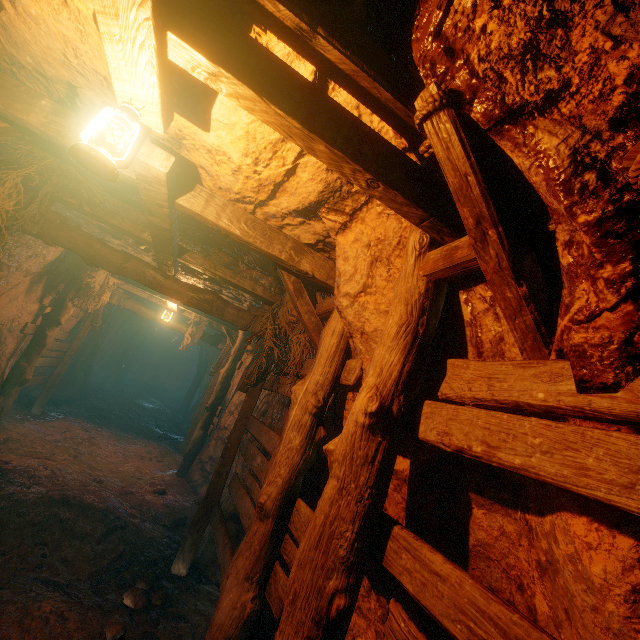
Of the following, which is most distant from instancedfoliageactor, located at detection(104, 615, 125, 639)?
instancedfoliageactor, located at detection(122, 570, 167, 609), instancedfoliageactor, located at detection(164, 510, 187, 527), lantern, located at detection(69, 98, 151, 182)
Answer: lantern, located at detection(69, 98, 151, 182)

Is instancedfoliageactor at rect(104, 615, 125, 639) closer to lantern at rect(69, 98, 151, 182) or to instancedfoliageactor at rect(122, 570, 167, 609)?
instancedfoliageactor at rect(122, 570, 167, 609)

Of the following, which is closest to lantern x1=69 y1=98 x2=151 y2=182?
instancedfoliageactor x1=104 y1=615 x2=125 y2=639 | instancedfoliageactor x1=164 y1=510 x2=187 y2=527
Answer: instancedfoliageactor x1=104 y1=615 x2=125 y2=639

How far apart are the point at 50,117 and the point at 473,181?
3.4m

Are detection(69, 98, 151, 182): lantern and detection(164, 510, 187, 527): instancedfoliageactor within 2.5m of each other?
no

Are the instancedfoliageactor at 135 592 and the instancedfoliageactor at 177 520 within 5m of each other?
yes

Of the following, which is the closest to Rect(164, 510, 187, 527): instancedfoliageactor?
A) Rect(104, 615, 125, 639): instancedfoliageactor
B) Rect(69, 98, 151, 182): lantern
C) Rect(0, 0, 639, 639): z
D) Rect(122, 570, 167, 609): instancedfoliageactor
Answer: Rect(0, 0, 639, 639): z

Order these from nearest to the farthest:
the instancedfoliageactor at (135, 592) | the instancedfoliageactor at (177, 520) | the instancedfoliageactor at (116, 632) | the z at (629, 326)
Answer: the z at (629, 326) < the instancedfoliageactor at (116, 632) < the instancedfoliageactor at (135, 592) < the instancedfoliageactor at (177, 520)
